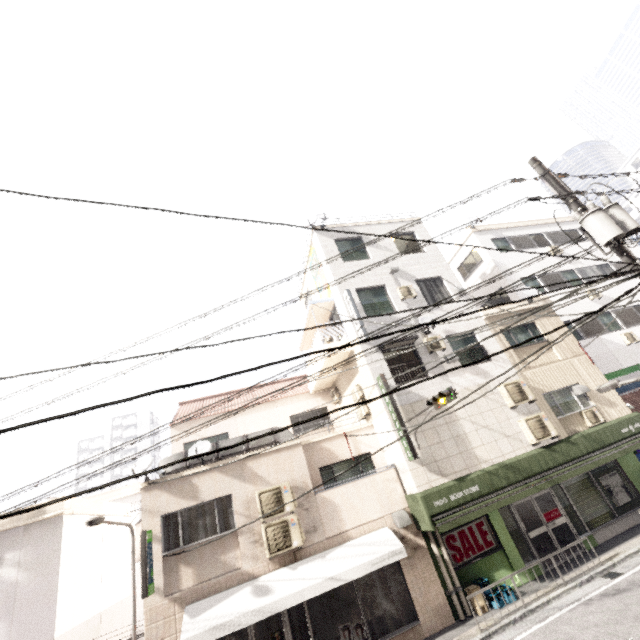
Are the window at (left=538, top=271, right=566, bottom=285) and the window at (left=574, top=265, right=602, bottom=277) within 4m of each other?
yes

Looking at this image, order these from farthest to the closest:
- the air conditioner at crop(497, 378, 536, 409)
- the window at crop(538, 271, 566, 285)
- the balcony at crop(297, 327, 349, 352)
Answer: the window at crop(538, 271, 566, 285)
the balcony at crop(297, 327, 349, 352)
the air conditioner at crop(497, 378, 536, 409)

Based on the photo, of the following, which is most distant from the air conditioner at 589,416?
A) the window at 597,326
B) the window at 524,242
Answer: the window at 524,242

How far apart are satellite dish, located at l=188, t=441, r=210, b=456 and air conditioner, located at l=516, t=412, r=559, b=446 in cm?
1080

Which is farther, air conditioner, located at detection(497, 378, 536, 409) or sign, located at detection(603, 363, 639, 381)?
sign, located at detection(603, 363, 639, 381)

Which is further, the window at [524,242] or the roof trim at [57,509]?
the window at [524,242]

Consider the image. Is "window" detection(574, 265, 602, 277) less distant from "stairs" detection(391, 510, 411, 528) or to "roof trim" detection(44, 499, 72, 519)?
"stairs" detection(391, 510, 411, 528)

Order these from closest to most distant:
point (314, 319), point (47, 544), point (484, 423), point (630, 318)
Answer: point (47, 544) < point (484, 423) < point (314, 319) < point (630, 318)
